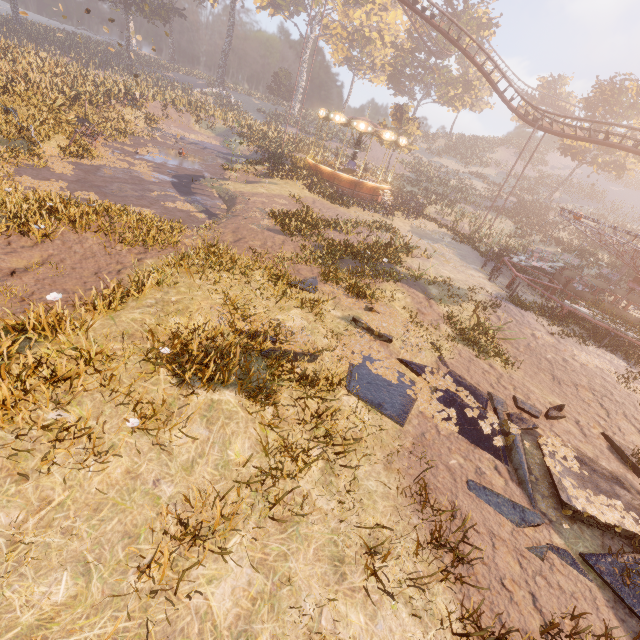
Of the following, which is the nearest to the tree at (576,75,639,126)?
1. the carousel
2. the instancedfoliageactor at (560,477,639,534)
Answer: the carousel

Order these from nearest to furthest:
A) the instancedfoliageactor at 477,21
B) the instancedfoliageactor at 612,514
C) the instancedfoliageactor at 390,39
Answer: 1. the instancedfoliageactor at 612,514
2. the instancedfoliageactor at 390,39
3. the instancedfoliageactor at 477,21

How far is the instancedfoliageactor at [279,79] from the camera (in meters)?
53.03

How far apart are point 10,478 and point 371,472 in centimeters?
450cm

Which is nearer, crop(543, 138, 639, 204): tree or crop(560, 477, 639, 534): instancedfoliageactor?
crop(560, 477, 639, 534): instancedfoliageactor

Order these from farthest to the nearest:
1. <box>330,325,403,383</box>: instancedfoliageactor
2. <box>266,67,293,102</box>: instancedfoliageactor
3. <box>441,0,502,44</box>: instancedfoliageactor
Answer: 1. <box>266,67,293,102</box>: instancedfoliageactor
2. <box>441,0,502,44</box>: instancedfoliageactor
3. <box>330,325,403,383</box>: instancedfoliageactor

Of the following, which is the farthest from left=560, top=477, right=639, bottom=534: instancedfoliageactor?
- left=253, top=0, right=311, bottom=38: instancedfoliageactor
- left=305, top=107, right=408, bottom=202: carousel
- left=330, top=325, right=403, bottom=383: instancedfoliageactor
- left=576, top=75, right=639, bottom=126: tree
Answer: left=576, top=75, right=639, bottom=126: tree
